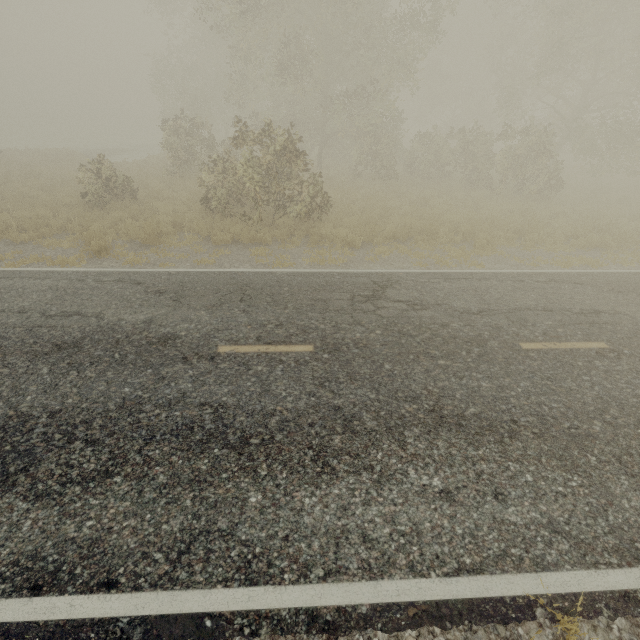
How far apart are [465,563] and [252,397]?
3.37m
